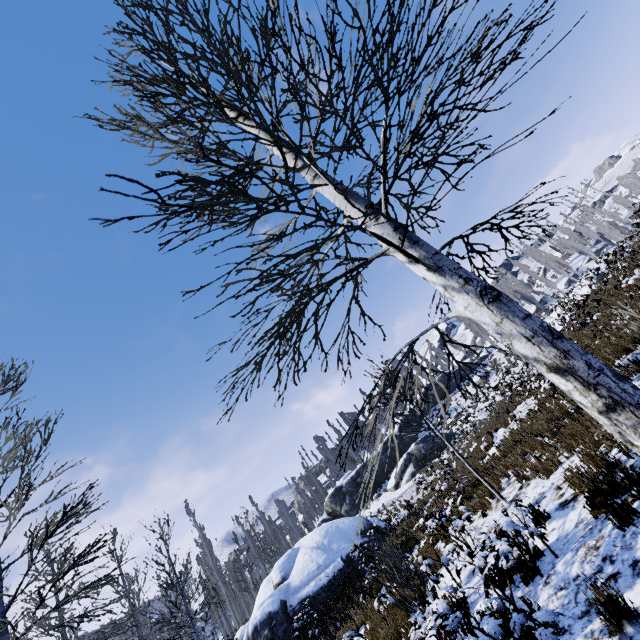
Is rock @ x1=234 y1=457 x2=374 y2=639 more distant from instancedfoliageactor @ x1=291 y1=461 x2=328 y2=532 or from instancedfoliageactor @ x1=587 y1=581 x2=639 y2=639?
Result: instancedfoliageactor @ x1=587 y1=581 x2=639 y2=639

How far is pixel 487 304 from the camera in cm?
233

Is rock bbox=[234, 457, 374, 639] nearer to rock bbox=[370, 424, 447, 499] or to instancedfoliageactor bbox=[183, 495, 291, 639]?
rock bbox=[370, 424, 447, 499]

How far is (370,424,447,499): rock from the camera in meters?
32.1 m

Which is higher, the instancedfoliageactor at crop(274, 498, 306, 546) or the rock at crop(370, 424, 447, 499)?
the instancedfoliageactor at crop(274, 498, 306, 546)

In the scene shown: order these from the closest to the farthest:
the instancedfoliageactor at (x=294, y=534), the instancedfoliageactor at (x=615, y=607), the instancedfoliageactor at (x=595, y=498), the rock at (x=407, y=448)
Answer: the instancedfoliageactor at (x=615, y=607), the instancedfoliageactor at (x=595, y=498), the rock at (x=407, y=448), the instancedfoliageactor at (x=294, y=534)

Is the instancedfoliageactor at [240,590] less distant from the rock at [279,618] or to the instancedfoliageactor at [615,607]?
the rock at [279,618]
